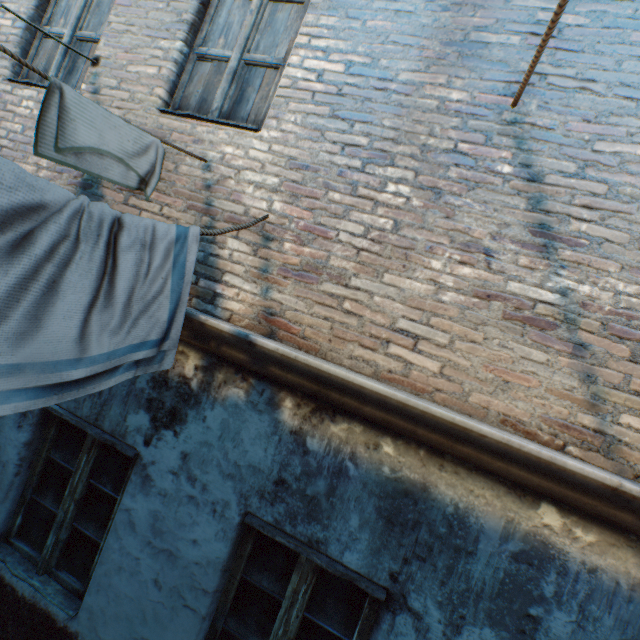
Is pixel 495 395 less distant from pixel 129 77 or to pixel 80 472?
pixel 80 472

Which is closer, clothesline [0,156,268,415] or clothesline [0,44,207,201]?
clothesline [0,156,268,415]

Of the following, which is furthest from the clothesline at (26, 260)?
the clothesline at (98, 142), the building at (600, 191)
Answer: the clothesline at (98, 142)

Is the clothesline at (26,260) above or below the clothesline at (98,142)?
below

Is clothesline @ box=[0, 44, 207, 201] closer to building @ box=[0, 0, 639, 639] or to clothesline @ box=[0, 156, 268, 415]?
building @ box=[0, 0, 639, 639]

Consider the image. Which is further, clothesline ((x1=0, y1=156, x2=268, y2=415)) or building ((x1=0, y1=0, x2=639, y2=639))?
building ((x1=0, y1=0, x2=639, y2=639))

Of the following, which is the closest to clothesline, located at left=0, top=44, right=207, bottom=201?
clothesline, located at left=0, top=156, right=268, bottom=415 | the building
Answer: the building
